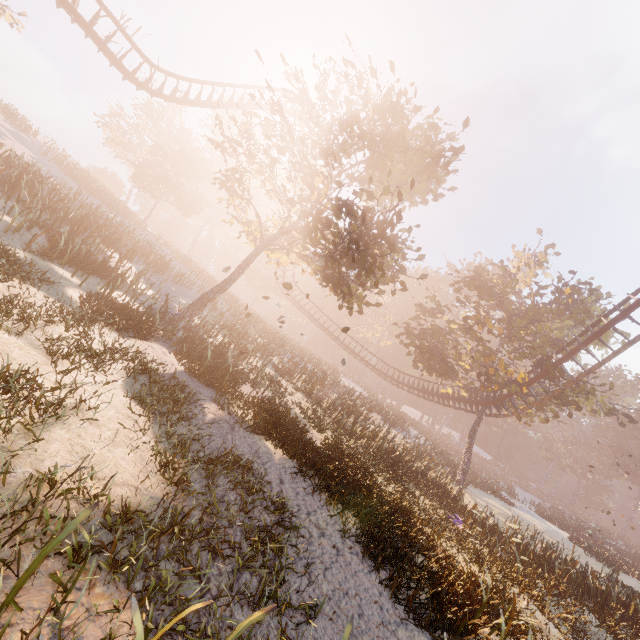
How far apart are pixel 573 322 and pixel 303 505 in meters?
26.7

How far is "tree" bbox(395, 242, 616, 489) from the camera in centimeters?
2244cm

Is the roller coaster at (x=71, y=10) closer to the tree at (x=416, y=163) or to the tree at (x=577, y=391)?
the tree at (x=577, y=391)

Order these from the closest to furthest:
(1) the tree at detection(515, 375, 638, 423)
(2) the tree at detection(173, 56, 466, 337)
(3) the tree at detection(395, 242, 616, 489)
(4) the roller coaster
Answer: (2) the tree at detection(173, 56, 466, 337), (4) the roller coaster, (1) the tree at detection(515, 375, 638, 423), (3) the tree at detection(395, 242, 616, 489)

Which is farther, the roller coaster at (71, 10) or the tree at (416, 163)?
the roller coaster at (71, 10)

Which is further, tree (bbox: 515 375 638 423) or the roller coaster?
tree (bbox: 515 375 638 423)

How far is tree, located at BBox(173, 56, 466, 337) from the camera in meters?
12.3 m

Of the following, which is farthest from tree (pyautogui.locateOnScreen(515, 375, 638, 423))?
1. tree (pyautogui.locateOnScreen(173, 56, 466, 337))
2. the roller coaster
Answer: tree (pyautogui.locateOnScreen(173, 56, 466, 337))
